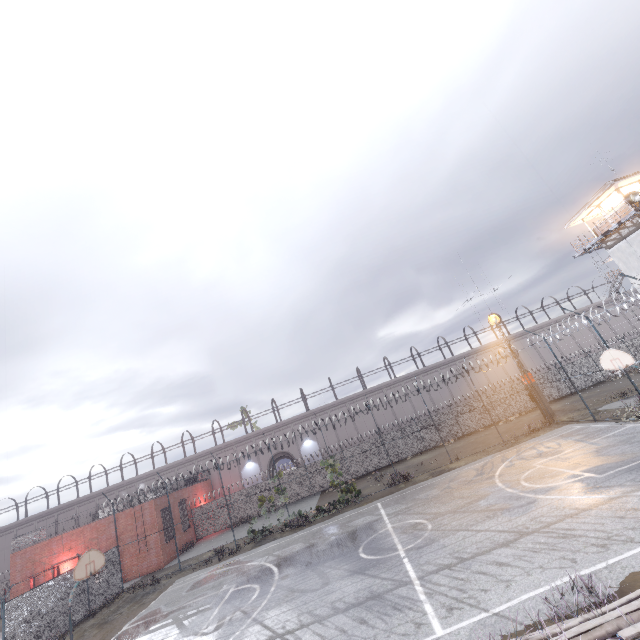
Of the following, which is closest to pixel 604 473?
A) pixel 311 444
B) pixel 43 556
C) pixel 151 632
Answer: pixel 151 632

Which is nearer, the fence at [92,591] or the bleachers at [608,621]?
the bleachers at [608,621]

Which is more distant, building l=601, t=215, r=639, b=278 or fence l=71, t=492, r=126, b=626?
building l=601, t=215, r=639, b=278

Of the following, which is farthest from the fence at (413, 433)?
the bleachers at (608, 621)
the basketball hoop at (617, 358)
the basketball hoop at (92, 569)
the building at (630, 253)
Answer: the bleachers at (608, 621)

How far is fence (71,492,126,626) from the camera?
18.2m

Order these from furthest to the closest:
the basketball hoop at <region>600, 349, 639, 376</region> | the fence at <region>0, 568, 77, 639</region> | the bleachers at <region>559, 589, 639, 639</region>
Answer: the fence at <region>0, 568, 77, 639</region> < the basketball hoop at <region>600, 349, 639, 376</region> < the bleachers at <region>559, 589, 639, 639</region>

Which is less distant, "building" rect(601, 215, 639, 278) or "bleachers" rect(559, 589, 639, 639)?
"bleachers" rect(559, 589, 639, 639)

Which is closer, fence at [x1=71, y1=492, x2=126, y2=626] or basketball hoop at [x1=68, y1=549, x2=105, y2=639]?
basketball hoop at [x1=68, y1=549, x2=105, y2=639]
